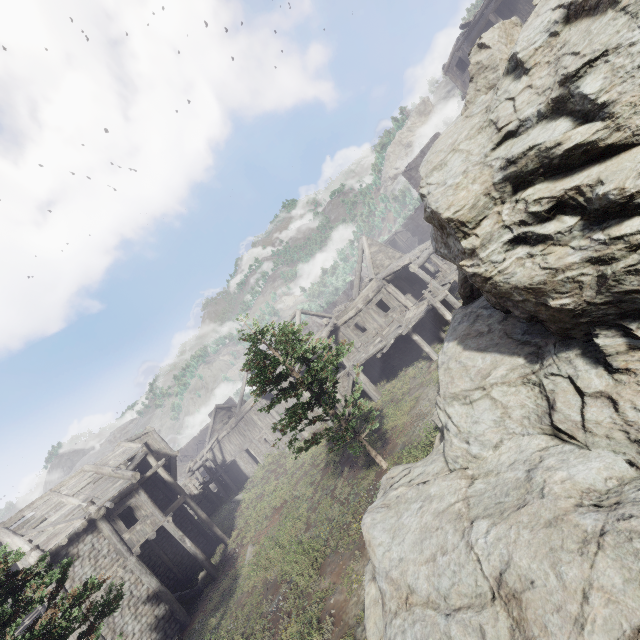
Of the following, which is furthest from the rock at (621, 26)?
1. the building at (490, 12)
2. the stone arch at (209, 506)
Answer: the stone arch at (209, 506)

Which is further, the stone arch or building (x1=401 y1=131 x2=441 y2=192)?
building (x1=401 y1=131 x2=441 y2=192)

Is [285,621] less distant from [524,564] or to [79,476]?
[524,564]

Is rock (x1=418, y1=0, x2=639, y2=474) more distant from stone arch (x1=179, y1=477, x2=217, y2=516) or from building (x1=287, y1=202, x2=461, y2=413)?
stone arch (x1=179, y1=477, x2=217, y2=516)

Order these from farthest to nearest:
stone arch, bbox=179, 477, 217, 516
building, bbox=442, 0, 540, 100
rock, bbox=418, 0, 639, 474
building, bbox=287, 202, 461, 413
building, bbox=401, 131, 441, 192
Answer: building, bbox=401, 131, 441, 192
stone arch, bbox=179, 477, 217, 516
building, bbox=442, 0, 540, 100
building, bbox=287, 202, 461, 413
rock, bbox=418, 0, 639, 474

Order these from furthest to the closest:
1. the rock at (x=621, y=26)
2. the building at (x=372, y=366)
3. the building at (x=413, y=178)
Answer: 1. the building at (x=413, y=178)
2. the building at (x=372, y=366)
3. the rock at (x=621, y=26)

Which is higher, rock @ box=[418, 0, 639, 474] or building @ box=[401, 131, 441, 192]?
building @ box=[401, 131, 441, 192]
